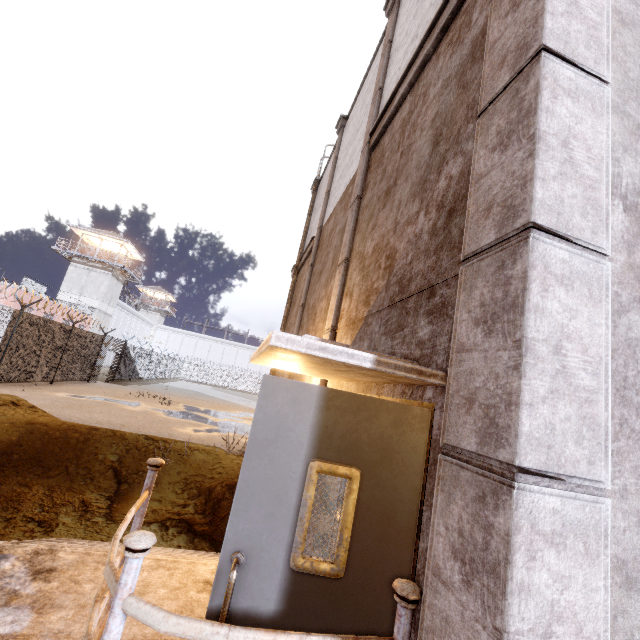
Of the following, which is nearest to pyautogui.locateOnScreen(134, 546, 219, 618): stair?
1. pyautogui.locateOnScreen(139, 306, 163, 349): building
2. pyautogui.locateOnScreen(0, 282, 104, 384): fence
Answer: pyautogui.locateOnScreen(0, 282, 104, 384): fence

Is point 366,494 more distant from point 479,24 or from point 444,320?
point 479,24

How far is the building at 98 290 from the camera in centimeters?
3369cm

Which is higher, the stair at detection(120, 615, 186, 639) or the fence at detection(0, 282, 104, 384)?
the fence at detection(0, 282, 104, 384)

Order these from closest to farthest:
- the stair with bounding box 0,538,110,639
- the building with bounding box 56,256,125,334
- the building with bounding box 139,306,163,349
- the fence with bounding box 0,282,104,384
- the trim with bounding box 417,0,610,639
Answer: the trim with bounding box 417,0,610,639 → the stair with bounding box 0,538,110,639 → the fence with bounding box 0,282,104,384 → the building with bounding box 56,256,125,334 → the building with bounding box 139,306,163,349

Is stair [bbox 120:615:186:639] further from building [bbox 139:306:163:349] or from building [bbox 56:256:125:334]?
building [bbox 139:306:163:349]

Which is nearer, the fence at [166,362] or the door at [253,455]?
the door at [253,455]

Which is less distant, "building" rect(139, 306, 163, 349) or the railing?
the railing
